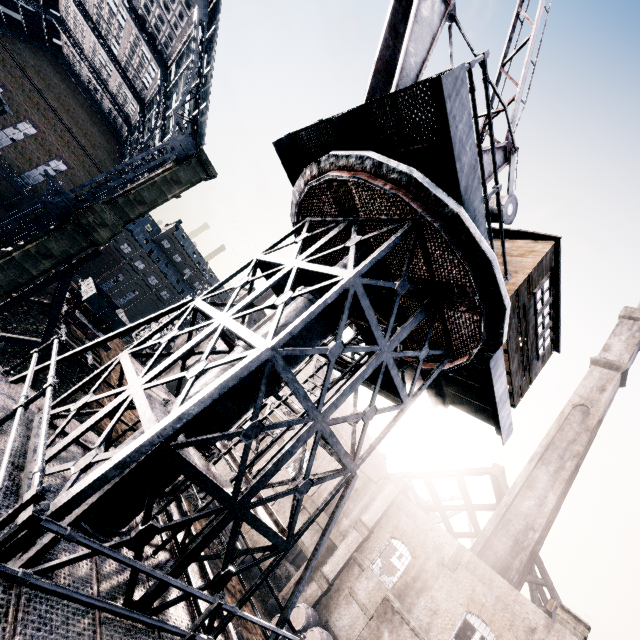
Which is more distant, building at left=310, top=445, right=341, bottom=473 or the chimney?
building at left=310, top=445, right=341, bottom=473

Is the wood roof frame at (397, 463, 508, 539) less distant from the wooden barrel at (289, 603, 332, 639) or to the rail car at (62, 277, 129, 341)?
the wooden barrel at (289, 603, 332, 639)

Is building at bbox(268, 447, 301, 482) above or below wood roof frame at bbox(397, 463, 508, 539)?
below

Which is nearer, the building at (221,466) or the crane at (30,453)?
the crane at (30,453)

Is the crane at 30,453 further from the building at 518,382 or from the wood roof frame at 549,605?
the wood roof frame at 549,605

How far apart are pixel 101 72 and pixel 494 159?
60.1 meters

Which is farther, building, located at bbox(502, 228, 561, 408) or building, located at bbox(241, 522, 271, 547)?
building, located at bbox(241, 522, 271, 547)

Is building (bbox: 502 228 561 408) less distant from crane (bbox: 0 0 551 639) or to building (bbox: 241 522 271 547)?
crane (bbox: 0 0 551 639)
